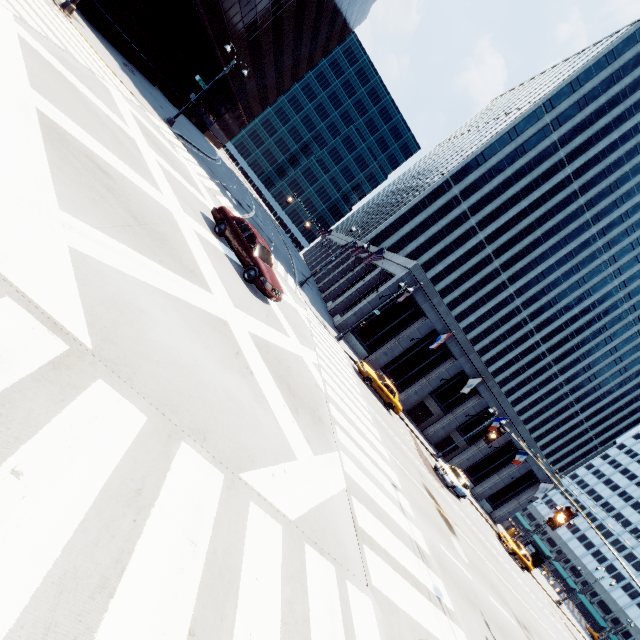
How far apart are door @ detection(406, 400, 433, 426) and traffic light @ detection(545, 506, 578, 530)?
26.61m

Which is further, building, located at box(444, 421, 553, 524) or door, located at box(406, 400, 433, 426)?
building, located at box(444, 421, 553, 524)

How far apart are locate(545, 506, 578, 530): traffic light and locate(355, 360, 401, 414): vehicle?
14.5 meters

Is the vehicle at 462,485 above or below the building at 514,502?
below

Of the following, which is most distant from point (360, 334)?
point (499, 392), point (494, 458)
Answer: point (494, 458)

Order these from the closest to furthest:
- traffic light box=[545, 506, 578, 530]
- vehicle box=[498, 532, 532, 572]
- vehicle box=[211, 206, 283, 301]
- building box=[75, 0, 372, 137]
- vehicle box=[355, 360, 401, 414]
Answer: traffic light box=[545, 506, 578, 530]
vehicle box=[211, 206, 283, 301]
vehicle box=[355, 360, 401, 414]
building box=[75, 0, 372, 137]
vehicle box=[498, 532, 532, 572]

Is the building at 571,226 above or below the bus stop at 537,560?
above

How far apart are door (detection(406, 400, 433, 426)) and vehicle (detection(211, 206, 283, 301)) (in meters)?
26.71
